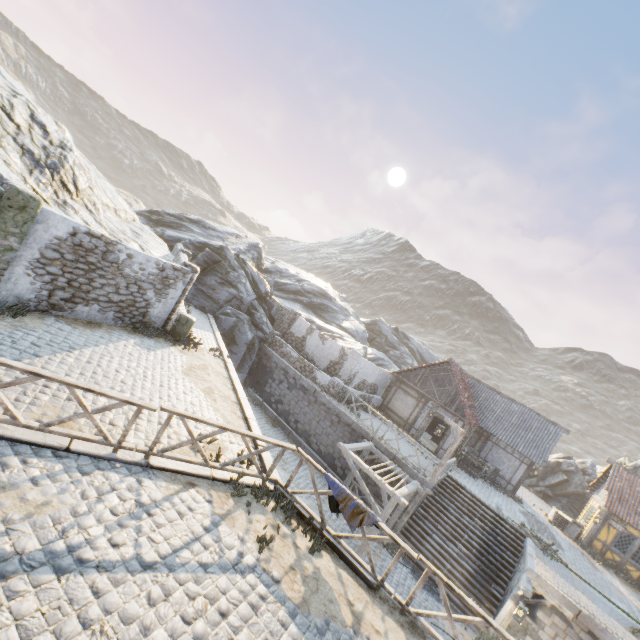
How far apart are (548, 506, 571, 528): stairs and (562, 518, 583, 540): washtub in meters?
0.0 m

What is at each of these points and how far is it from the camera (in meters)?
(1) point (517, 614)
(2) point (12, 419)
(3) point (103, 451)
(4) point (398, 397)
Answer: (1) street light, 11.48
(2) wooden fence, 5.43
(3) stone blocks, 6.20
(4) building, 23.28

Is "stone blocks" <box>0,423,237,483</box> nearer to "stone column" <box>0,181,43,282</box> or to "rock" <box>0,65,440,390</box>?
"rock" <box>0,65,440,390</box>

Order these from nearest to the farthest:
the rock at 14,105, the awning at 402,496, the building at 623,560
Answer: the awning at 402,496
the rock at 14,105
the building at 623,560

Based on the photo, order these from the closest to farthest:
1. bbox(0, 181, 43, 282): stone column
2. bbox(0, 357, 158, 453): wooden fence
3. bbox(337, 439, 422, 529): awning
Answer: bbox(0, 357, 158, 453): wooden fence
bbox(0, 181, 43, 282): stone column
bbox(337, 439, 422, 529): awning

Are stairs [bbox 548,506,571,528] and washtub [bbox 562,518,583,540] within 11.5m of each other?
yes

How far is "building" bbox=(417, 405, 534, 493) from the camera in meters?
21.0 m

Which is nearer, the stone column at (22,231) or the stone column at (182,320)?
the stone column at (22,231)
